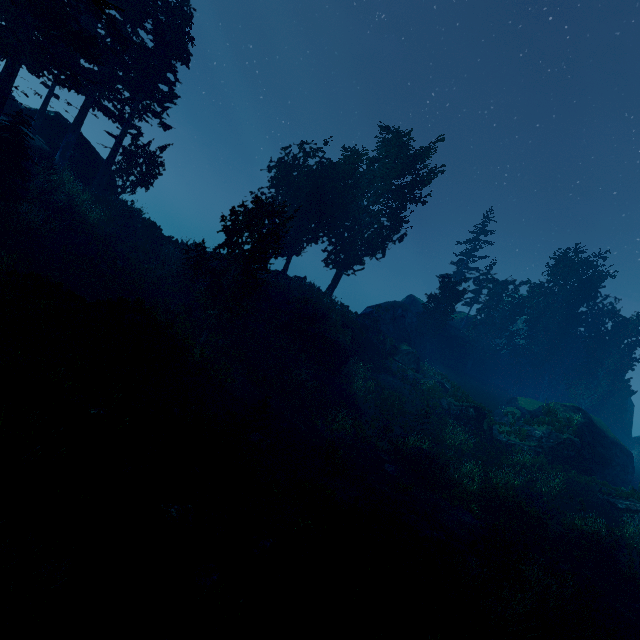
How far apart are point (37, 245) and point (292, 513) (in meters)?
20.02

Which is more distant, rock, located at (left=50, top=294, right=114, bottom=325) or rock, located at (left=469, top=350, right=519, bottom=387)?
rock, located at (left=469, top=350, right=519, bottom=387)

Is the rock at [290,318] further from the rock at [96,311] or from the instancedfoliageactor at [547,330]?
the rock at [96,311]

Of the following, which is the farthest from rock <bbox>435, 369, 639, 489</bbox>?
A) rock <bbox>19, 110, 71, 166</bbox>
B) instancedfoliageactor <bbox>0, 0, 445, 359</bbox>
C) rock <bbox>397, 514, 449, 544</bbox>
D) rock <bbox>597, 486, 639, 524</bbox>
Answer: rock <bbox>397, 514, 449, 544</bbox>

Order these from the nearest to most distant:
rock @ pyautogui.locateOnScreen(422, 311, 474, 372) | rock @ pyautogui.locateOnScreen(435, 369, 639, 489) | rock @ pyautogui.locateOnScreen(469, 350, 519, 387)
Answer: rock @ pyautogui.locateOnScreen(435, 369, 639, 489)
rock @ pyautogui.locateOnScreen(422, 311, 474, 372)
rock @ pyautogui.locateOnScreen(469, 350, 519, 387)

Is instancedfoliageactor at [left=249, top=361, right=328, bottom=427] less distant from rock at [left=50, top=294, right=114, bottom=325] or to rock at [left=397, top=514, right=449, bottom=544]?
rock at [left=397, top=514, right=449, bottom=544]

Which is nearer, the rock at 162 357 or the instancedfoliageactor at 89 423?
the instancedfoliageactor at 89 423

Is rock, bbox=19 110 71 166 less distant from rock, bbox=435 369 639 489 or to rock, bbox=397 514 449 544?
rock, bbox=435 369 639 489
